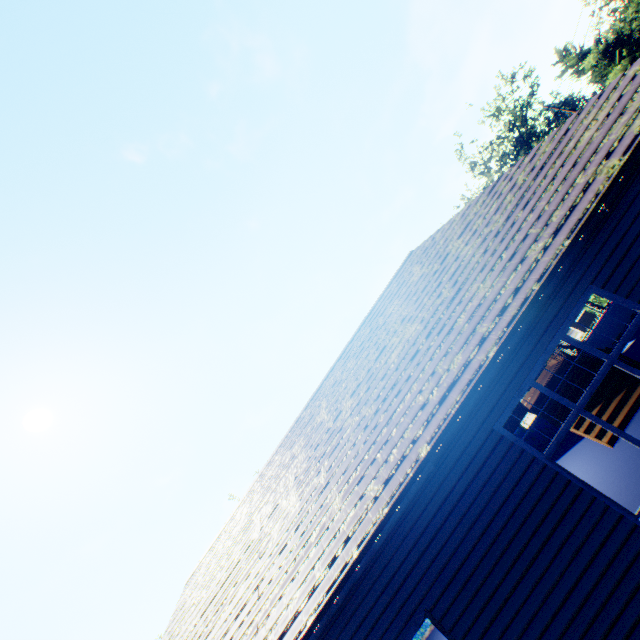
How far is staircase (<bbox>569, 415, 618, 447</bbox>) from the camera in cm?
854

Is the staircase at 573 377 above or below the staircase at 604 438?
above

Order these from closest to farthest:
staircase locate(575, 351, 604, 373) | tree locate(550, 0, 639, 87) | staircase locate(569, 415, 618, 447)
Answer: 1. staircase locate(569, 415, 618, 447)
2. staircase locate(575, 351, 604, 373)
3. tree locate(550, 0, 639, 87)

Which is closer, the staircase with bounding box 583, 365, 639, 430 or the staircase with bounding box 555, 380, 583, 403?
the staircase with bounding box 583, 365, 639, 430

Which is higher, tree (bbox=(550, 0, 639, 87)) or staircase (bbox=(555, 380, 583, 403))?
tree (bbox=(550, 0, 639, 87))

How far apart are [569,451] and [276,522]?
10.14m

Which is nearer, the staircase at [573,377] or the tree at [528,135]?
the staircase at [573,377]
